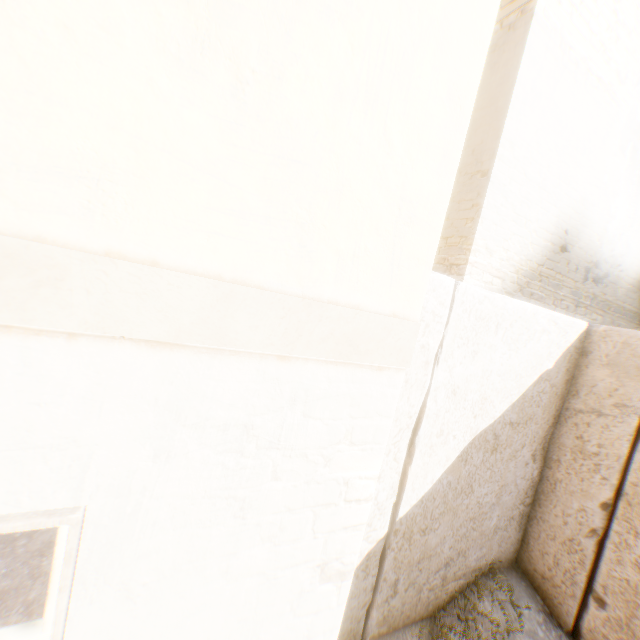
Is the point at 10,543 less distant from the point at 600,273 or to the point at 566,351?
the point at 566,351
